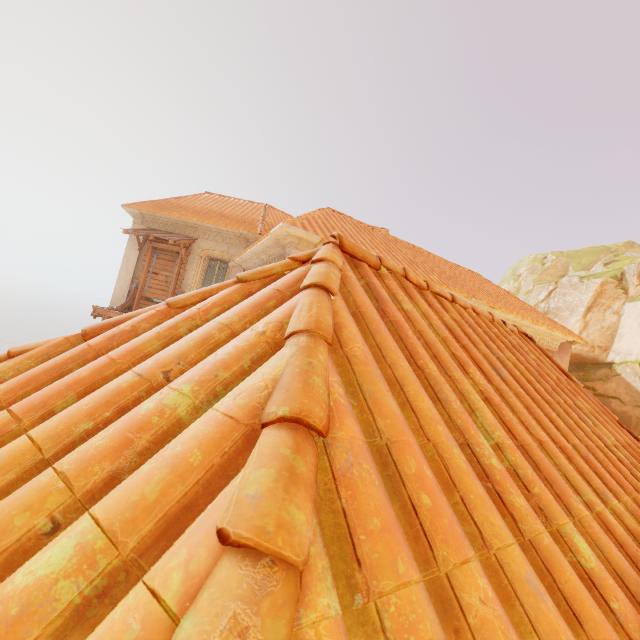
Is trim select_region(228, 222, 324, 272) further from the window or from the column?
the column

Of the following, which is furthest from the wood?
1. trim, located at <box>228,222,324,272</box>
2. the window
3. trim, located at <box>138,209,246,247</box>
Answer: trim, located at <box>228,222,324,272</box>

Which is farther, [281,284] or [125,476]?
[281,284]

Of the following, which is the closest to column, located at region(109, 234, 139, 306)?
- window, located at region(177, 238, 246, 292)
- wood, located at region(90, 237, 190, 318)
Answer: wood, located at region(90, 237, 190, 318)

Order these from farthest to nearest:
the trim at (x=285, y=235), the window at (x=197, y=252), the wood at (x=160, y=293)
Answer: the window at (x=197, y=252) → the wood at (x=160, y=293) → the trim at (x=285, y=235)

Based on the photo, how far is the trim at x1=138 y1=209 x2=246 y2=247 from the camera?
13.9 meters

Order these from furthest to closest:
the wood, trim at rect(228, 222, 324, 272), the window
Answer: the window, the wood, trim at rect(228, 222, 324, 272)

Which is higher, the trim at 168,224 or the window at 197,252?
the trim at 168,224
